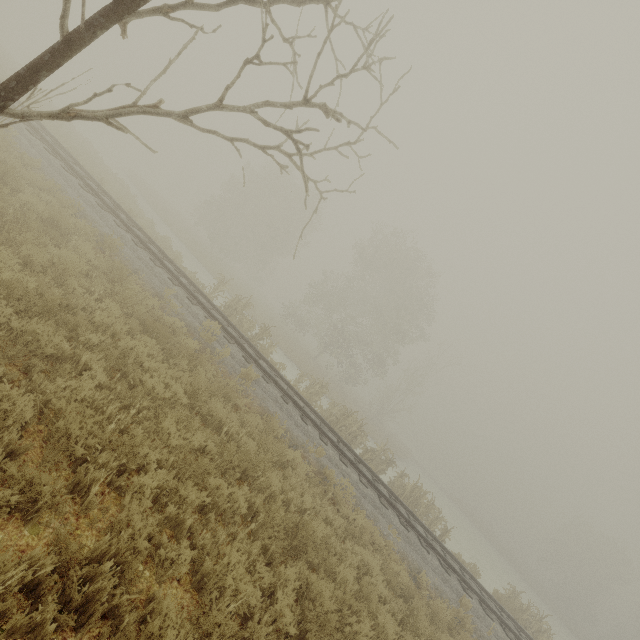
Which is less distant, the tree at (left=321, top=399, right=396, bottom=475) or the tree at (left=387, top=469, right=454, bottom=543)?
the tree at (left=387, top=469, right=454, bottom=543)

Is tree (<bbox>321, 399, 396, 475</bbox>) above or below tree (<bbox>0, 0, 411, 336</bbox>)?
below

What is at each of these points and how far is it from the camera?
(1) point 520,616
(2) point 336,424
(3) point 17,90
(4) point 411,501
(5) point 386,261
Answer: (1) tree, 14.6m
(2) tree, 15.8m
(3) tree, 2.8m
(4) tree, 15.4m
(5) tree, 35.4m

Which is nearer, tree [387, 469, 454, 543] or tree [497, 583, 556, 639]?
tree [497, 583, 556, 639]

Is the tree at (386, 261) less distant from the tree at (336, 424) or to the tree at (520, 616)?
the tree at (336, 424)

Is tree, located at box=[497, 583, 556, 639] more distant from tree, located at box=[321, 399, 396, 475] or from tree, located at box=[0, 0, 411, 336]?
tree, located at box=[0, 0, 411, 336]

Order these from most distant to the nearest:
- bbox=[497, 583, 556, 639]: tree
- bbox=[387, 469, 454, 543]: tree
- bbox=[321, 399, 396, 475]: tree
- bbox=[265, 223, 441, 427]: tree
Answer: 1. bbox=[265, 223, 441, 427]: tree
2. bbox=[321, 399, 396, 475]: tree
3. bbox=[387, 469, 454, 543]: tree
4. bbox=[497, 583, 556, 639]: tree
